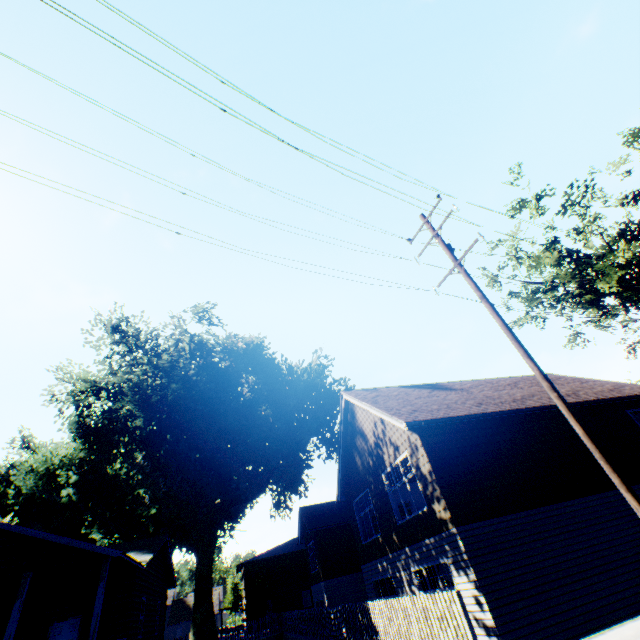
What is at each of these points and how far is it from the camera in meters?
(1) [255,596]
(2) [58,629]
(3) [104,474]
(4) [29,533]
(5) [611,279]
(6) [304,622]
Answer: (1) plant, 37.2 m
(2) door, 14.2 m
(3) plant, 24.1 m
(4) house, 11.9 m
(5) tree, 20.6 m
(6) fence, 19.8 m

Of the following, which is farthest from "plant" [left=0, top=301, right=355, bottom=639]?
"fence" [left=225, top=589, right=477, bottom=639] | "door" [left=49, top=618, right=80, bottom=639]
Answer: "door" [left=49, top=618, right=80, bottom=639]

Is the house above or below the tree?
below

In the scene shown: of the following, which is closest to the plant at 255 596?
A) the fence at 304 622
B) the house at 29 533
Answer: the fence at 304 622

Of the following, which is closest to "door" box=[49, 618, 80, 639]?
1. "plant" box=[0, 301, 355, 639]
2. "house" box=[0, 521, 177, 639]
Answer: "house" box=[0, 521, 177, 639]

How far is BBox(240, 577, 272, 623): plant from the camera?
35.8 meters

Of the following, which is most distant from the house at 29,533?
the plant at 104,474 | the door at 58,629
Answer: the plant at 104,474

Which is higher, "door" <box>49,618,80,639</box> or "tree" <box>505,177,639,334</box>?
"tree" <box>505,177,639,334</box>
